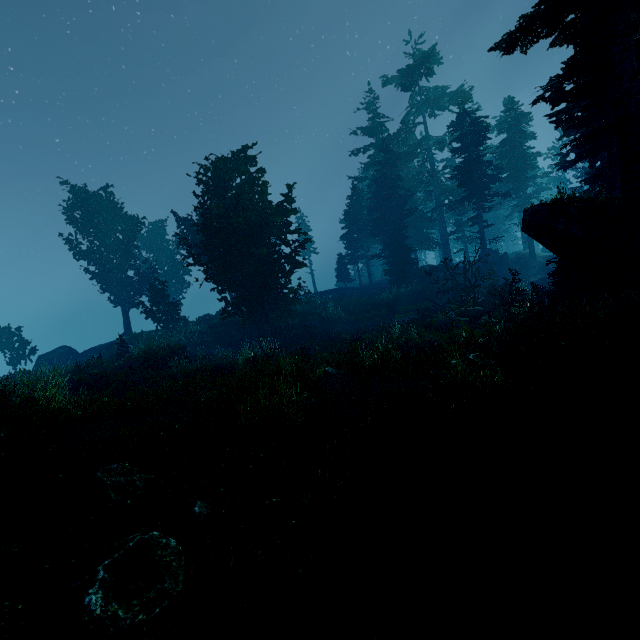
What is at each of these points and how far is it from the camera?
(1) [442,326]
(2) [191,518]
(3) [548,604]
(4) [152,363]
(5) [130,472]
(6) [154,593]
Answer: (1) rock, 16.7 meters
(2) instancedfoliageactor, 3.5 meters
(3) instancedfoliageactor, 2.2 meters
(4) rock, 17.8 meters
(5) instancedfoliageactor, 4.5 meters
(6) instancedfoliageactor, 2.7 meters

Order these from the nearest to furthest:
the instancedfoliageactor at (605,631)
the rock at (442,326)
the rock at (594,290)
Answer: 1. the instancedfoliageactor at (605,631)
2. the rock at (594,290)
3. the rock at (442,326)

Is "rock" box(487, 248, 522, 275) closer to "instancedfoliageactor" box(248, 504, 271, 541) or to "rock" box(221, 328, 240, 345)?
"instancedfoliageactor" box(248, 504, 271, 541)

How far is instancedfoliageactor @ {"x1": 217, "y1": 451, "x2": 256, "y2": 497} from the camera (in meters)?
4.19

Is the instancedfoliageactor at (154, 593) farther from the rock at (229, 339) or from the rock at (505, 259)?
the rock at (229, 339)

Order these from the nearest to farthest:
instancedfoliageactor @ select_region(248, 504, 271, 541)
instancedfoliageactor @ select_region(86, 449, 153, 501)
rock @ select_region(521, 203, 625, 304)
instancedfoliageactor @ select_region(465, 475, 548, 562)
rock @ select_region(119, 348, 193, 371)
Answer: instancedfoliageactor @ select_region(465, 475, 548, 562), instancedfoliageactor @ select_region(248, 504, 271, 541), instancedfoliageactor @ select_region(86, 449, 153, 501), rock @ select_region(521, 203, 625, 304), rock @ select_region(119, 348, 193, 371)

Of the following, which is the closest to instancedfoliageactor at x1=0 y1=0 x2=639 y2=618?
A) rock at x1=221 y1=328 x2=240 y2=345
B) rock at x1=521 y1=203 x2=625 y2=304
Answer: rock at x1=521 y1=203 x2=625 y2=304

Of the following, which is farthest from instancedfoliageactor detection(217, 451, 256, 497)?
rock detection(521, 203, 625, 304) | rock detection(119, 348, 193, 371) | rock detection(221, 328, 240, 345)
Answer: rock detection(221, 328, 240, 345)
